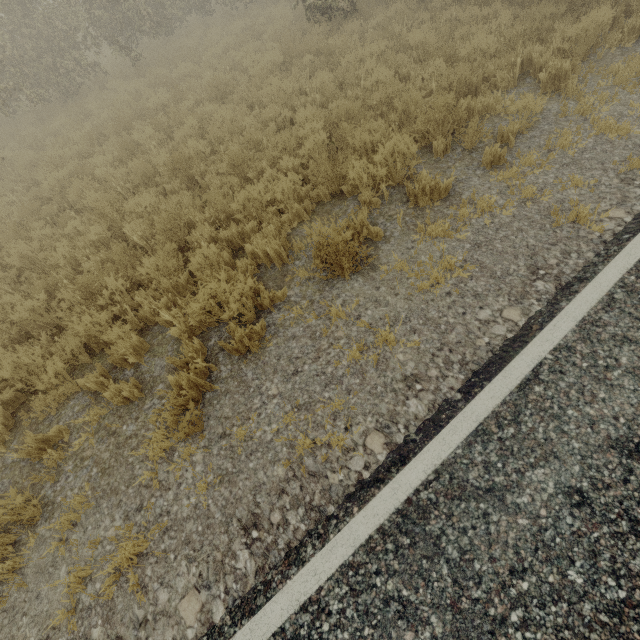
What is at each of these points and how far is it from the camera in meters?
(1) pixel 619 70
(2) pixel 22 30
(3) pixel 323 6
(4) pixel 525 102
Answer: (1) tree, 5.6
(2) tree, 11.4
(3) tree, 10.4
(4) tree, 5.0

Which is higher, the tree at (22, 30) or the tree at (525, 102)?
the tree at (22, 30)

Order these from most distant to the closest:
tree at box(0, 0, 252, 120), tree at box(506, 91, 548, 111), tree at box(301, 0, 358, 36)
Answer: A:
1. tree at box(0, 0, 252, 120)
2. tree at box(301, 0, 358, 36)
3. tree at box(506, 91, 548, 111)

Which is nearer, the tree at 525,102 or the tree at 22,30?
the tree at 525,102

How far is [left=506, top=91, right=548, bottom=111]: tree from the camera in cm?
493

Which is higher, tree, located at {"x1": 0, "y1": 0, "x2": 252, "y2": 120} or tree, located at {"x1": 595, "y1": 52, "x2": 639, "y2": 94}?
tree, located at {"x1": 0, "y1": 0, "x2": 252, "y2": 120}
